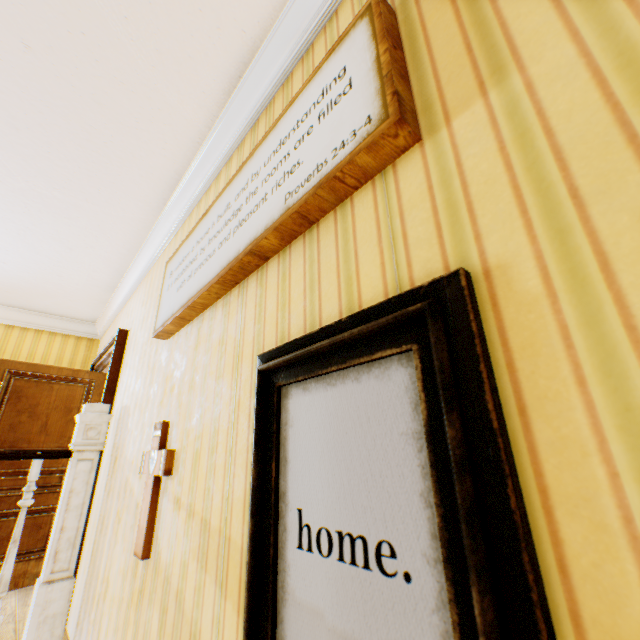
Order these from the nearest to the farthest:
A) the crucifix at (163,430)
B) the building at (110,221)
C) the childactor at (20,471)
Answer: the building at (110,221), the crucifix at (163,430), the childactor at (20,471)

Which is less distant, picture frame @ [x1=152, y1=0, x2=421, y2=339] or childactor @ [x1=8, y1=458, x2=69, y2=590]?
picture frame @ [x1=152, y1=0, x2=421, y2=339]

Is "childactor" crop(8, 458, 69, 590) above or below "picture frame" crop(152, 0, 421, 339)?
below

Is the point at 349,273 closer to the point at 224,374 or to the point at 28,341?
the point at 224,374

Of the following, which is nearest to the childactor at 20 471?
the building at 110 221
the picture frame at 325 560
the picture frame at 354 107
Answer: the building at 110 221

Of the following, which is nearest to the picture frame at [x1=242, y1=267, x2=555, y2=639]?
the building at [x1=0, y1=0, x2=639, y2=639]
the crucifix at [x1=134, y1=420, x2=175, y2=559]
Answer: the building at [x1=0, y1=0, x2=639, y2=639]

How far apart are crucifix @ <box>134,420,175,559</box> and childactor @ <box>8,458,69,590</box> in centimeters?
280cm

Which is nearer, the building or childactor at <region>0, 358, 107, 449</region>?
the building
